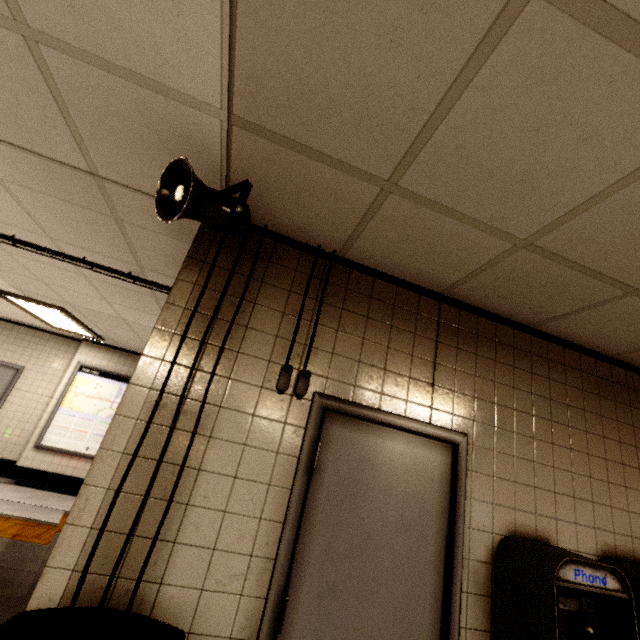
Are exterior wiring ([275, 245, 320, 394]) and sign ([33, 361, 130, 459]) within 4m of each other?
no

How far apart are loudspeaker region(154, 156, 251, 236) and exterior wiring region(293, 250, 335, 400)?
0.5m

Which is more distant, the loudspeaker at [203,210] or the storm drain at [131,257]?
the storm drain at [131,257]

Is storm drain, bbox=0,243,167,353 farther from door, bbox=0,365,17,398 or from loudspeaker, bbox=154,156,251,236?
door, bbox=0,365,17,398

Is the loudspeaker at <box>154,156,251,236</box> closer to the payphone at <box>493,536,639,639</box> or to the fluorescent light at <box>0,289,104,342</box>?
the payphone at <box>493,536,639,639</box>

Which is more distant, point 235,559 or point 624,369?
point 624,369

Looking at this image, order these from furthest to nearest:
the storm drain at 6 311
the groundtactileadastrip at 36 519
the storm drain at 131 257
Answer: the storm drain at 6 311 < the groundtactileadastrip at 36 519 < the storm drain at 131 257

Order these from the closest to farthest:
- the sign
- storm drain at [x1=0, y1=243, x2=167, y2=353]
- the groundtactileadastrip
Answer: storm drain at [x1=0, y1=243, x2=167, y2=353], the groundtactileadastrip, the sign
